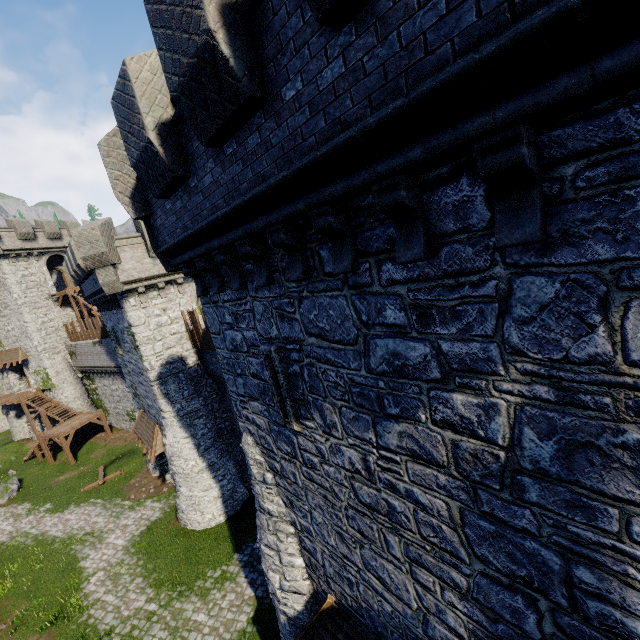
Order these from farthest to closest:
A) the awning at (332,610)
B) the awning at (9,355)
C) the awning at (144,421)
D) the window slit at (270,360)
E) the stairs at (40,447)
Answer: the awning at (9,355), the stairs at (40,447), the awning at (144,421), the awning at (332,610), the window slit at (270,360)

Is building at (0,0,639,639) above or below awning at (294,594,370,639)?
above

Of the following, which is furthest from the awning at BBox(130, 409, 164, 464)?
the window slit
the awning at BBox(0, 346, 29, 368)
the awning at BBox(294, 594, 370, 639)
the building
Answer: the awning at BBox(0, 346, 29, 368)

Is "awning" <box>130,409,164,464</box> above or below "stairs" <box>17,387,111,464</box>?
above

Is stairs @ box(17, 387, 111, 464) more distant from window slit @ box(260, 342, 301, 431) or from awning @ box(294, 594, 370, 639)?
window slit @ box(260, 342, 301, 431)

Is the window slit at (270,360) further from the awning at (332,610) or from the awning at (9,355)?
the awning at (9,355)

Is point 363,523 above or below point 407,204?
below

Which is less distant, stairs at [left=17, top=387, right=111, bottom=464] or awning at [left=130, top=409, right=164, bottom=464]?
awning at [left=130, top=409, right=164, bottom=464]
